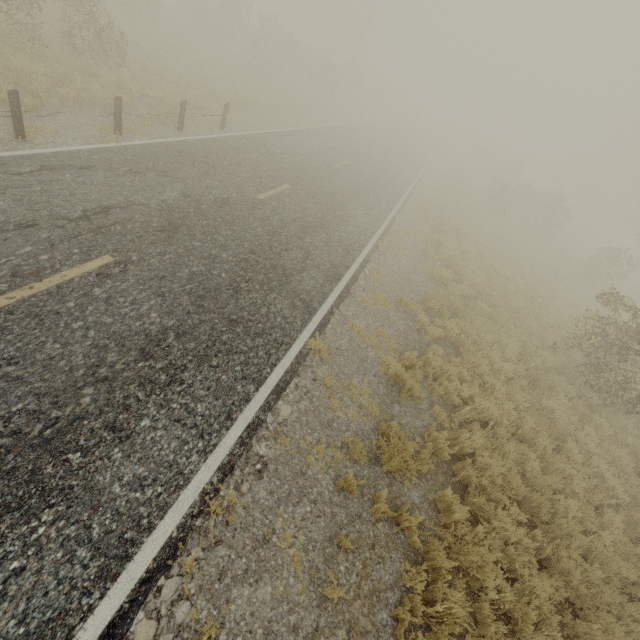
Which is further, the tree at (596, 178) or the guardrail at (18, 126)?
the tree at (596, 178)

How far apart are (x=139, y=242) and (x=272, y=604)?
6.22m

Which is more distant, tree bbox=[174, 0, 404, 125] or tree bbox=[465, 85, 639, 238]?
tree bbox=[465, 85, 639, 238]

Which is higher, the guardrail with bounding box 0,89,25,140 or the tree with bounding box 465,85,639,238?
the tree with bounding box 465,85,639,238

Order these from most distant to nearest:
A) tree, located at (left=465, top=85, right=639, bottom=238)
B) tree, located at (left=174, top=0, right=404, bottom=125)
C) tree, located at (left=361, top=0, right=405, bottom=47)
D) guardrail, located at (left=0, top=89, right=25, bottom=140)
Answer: tree, located at (left=361, top=0, right=405, bottom=47), tree, located at (left=465, top=85, right=639, bottom=238), tree, located at (left=174, top=0, right=404, bottom=125), guardrail, located at (left=0, top=89, right=25, bottom=140)

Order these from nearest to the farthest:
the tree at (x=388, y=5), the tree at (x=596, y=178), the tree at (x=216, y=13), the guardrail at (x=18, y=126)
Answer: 1. the guardrail at (x=18, y=126)
2. the tree at (x=216, y=13)
3. the tree at (x=596, y=178)
4. the tree at (x=388, y=5)

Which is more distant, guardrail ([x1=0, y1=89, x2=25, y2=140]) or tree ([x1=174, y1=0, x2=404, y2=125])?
tree ([x1=174, y1=0, x2=404, y2=125])
